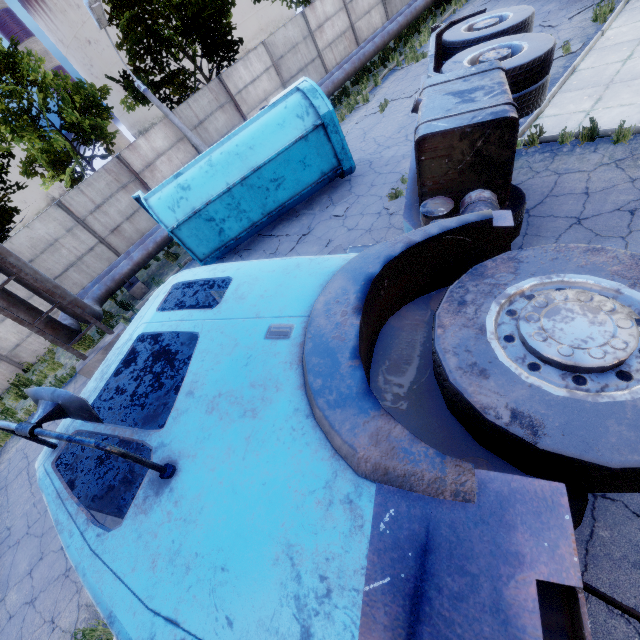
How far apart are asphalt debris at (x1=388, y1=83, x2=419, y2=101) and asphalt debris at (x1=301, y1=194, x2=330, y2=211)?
5.1m

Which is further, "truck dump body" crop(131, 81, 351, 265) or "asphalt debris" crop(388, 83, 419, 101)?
"asphalt debris" crop(388, 83, 419, 101)

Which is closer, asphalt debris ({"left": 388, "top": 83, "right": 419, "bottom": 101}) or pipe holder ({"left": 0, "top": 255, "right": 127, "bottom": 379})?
pipe holder ({"left": 0, "top": 255, "right": 127, "bottom": 379})

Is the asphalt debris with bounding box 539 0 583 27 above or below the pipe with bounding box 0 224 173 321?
below

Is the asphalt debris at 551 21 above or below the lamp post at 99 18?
below

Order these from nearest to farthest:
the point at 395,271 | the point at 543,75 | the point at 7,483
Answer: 1. the point at 395,271
2. the point at 543,75
3. the point at 7,483

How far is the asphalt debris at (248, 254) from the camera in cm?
835

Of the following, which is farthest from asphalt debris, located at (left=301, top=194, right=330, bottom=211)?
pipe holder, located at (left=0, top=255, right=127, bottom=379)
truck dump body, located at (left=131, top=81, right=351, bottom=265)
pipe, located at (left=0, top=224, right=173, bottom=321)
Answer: pipe holder, located at (left=0, top=255, right=127, bottom=379)
